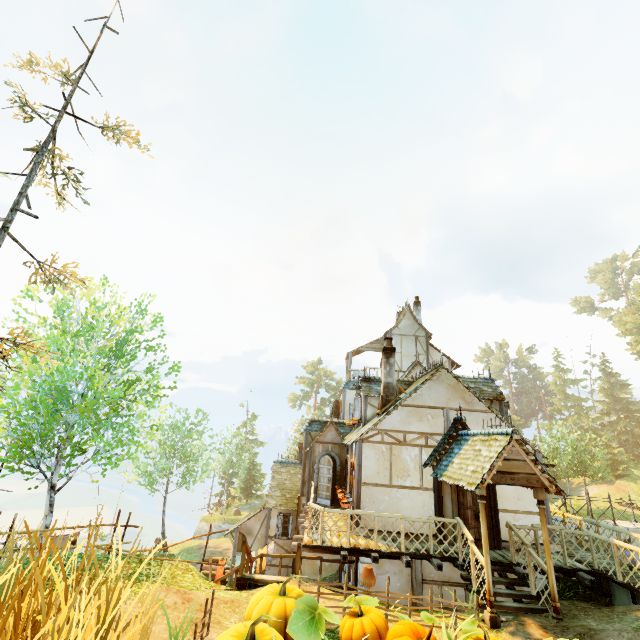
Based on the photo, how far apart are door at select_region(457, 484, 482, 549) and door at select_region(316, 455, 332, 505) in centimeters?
665cm

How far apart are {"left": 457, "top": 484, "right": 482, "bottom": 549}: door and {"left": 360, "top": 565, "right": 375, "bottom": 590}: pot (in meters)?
5.27

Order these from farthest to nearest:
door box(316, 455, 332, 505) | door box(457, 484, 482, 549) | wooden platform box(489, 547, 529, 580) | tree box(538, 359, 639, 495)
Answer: tree box(538, 359, 639, 495)
door box(316, 455, 332, 505)
door box(457, 484, 482, 549)
wooden platform box(489, 547, 529, 580)

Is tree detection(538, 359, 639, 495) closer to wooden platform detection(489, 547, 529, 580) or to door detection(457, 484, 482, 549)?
wooden platform detection(489, 547, 529, 580)

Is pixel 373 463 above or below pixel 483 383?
below

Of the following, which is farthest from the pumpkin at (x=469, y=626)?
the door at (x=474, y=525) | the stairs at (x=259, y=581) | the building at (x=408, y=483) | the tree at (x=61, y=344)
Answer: the door at (x=474, y=525)

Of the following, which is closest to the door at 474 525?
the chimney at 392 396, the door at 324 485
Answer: the chimney at 392 396

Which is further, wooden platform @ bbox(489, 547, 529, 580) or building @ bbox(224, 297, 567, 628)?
wooden platform @ bbox(489, 547, 529, 580)
